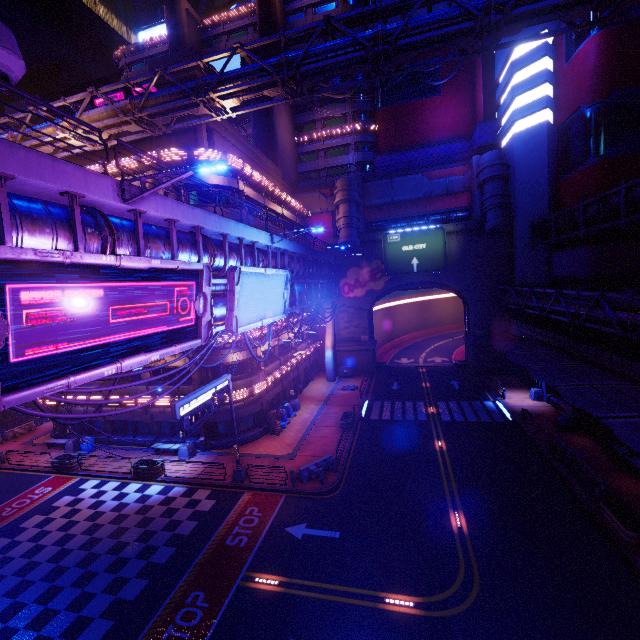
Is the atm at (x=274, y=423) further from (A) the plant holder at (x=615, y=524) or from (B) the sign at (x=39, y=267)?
(A) the plant holder at (x=615, y=524)

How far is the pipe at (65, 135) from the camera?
20.91m

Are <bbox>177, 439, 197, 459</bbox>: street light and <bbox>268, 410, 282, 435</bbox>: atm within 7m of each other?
yes

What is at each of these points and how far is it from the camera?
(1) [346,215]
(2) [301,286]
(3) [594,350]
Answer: (1) building, 38.7m
(2) pipe, 30.9m
(3) fence, 21.6m

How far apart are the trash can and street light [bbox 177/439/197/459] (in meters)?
27.90

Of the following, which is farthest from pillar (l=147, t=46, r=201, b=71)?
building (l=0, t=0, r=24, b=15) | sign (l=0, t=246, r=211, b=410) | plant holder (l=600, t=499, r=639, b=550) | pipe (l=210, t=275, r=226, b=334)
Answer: building (l=0, t=0, r=24, b=15)

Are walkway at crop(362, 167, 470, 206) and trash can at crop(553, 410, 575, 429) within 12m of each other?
no

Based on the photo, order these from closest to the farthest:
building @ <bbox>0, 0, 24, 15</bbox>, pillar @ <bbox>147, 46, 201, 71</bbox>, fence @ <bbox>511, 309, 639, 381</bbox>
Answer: fence @ <bbox>511, 309, 639, 381</bbox> < pillar @ <bbox>147, 46, 201, 71</bbox> < building @ <bbox>0, 0, 24, 15</bbox>
